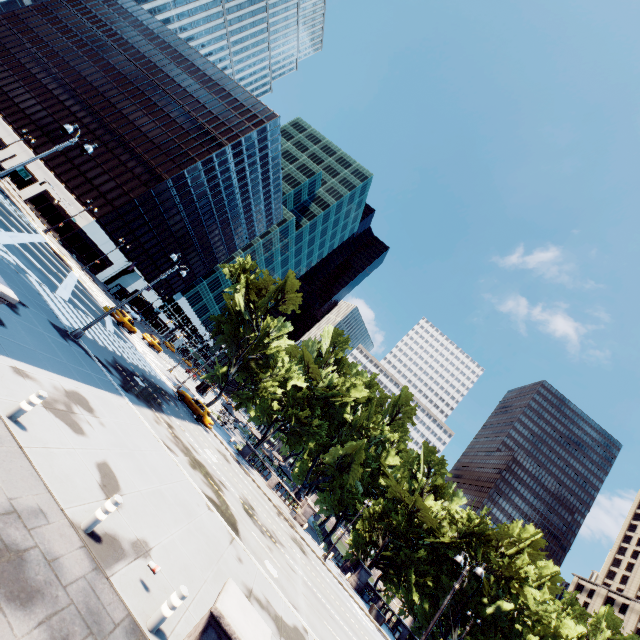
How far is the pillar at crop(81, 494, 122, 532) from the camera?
7.3m

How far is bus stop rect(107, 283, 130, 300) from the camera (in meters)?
55.75

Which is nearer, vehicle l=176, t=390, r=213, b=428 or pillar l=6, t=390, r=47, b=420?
pillar l=6, t=390, r=47, b=420

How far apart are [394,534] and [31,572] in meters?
40.0

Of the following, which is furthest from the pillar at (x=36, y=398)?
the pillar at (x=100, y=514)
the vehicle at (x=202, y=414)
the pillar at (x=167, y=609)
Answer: the vehicle at (x=202, y=414)

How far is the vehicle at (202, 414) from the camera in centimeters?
3284cm

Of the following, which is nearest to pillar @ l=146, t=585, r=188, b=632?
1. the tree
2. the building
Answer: the tree

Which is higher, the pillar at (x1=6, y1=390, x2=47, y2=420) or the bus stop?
the bus stop
